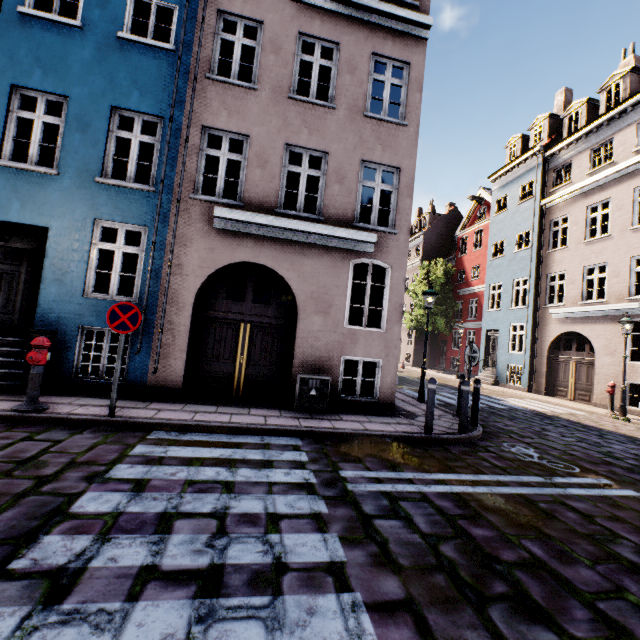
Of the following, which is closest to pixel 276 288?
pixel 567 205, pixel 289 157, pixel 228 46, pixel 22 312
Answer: pixel 22 312

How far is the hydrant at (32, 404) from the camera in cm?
525

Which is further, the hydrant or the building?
the building

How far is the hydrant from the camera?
5.25m

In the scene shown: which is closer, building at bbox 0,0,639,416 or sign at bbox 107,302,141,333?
sign at bbox 107,302,141,333

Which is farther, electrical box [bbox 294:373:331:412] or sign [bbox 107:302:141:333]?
electrical box [bbox 294:373:331:412]

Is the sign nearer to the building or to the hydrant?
the hydrant

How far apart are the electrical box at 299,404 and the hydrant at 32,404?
4.51m
